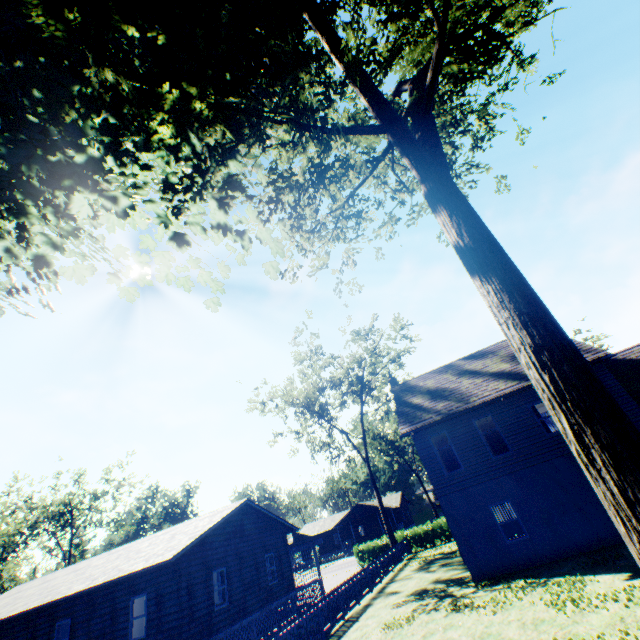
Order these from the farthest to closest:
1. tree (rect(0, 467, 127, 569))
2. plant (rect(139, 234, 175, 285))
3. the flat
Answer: tree (rect(0, 467, 127, 569)) → the flat → plant (rect(139, 234, 175, 285))

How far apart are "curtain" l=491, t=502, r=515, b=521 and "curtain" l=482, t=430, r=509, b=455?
9.4m

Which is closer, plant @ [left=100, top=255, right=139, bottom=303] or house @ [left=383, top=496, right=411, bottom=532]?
plant @ [left=100, top=255, right=139, bottom=303]

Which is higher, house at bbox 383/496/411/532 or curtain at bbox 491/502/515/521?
house at bbox 383/496/411/532

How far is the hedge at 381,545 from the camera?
32.5m

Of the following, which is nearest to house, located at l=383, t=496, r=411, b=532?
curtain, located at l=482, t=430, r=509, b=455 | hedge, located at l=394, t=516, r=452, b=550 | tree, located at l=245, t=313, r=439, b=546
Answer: hedge, located at l=394, t=516, r=452, b=550

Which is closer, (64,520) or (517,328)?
(517,328)

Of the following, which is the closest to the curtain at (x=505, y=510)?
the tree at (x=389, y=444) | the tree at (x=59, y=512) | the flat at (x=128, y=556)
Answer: the tree at (x=389, y=444)
